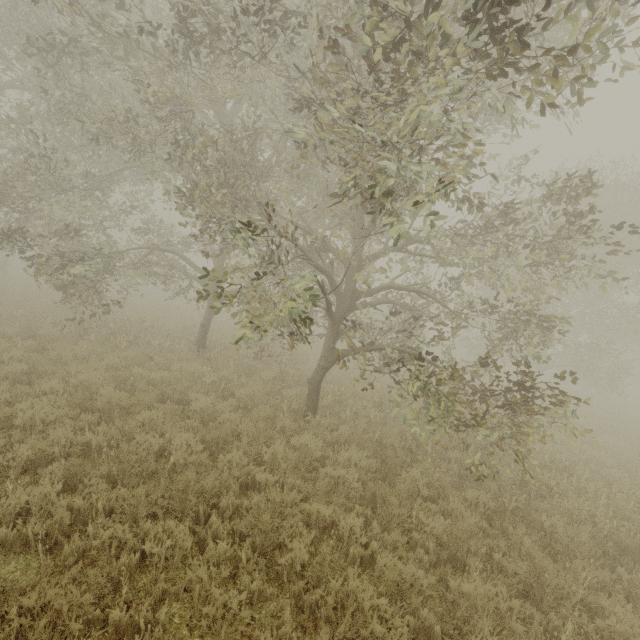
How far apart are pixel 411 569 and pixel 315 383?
4.8 meters
